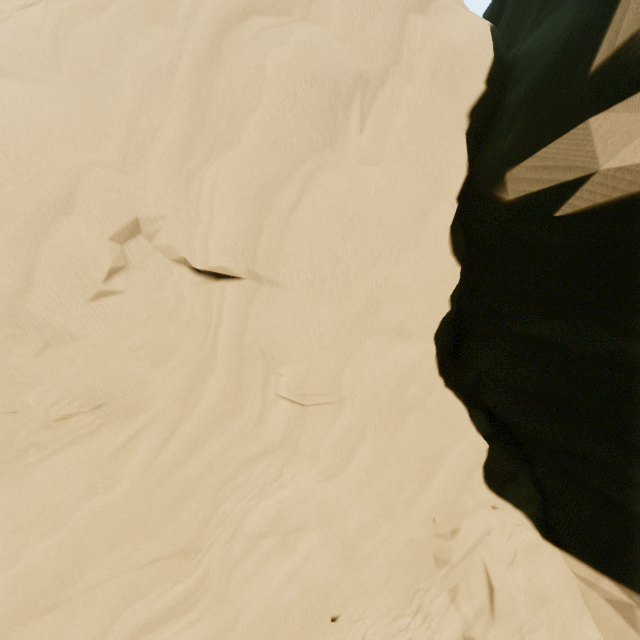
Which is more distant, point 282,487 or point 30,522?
point 282,487
